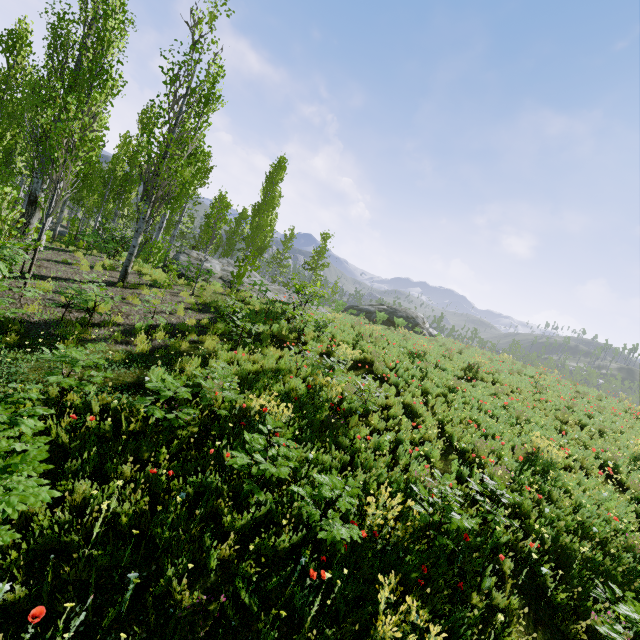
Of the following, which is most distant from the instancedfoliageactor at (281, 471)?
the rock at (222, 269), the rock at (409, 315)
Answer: the rock at (409, 315)

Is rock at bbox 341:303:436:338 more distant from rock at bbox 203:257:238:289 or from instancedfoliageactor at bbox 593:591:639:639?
instancedfoliageactor at bbox 593:591:639:639

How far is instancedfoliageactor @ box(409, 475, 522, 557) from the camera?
4.34m

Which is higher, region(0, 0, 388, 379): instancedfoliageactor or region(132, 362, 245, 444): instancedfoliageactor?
region(0, 0, 388, 379): instancedfoliageactor

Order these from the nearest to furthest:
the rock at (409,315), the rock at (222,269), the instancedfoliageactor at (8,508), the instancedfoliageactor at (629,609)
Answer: the instancedfoliageactor at (8,508) → the instancedfoliageactor at (629,609) → the rock at (222,269) → the rock at (409,315)

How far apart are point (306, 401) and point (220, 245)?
46.9 meters
